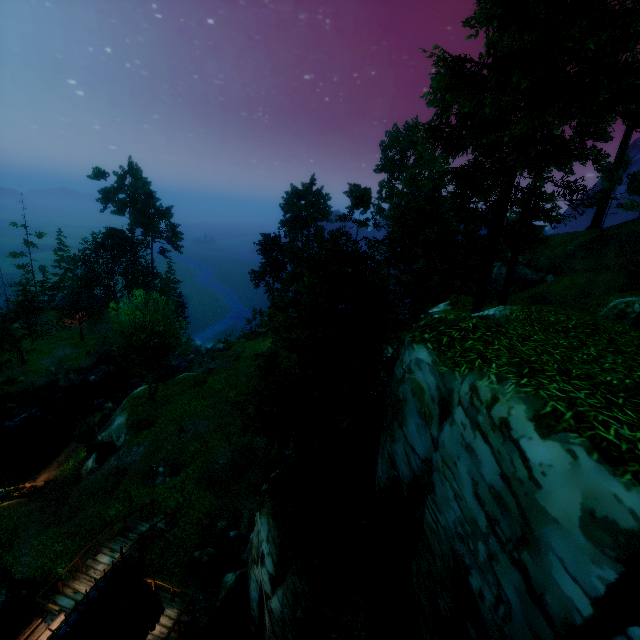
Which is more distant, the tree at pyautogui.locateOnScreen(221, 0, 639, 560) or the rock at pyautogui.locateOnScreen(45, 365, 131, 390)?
the rock at pyautogui.locateOnScreen(45, 365, 131, 390)

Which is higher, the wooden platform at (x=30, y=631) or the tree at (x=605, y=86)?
the tree at (x=605, y=86)

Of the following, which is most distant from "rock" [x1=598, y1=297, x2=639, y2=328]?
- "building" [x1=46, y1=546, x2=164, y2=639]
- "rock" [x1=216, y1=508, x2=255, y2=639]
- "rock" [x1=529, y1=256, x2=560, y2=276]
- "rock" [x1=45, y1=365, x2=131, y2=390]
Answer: "rock" [x1=45, y1=365, x2=131, y2=390]

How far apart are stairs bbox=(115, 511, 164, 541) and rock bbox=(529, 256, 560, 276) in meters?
40.6

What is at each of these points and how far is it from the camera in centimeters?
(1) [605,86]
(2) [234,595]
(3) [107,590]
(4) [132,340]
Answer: (1) tree, 962cm
(2) rock, 1368cm
(3) building, 850cm
(4) tree, 2378cm

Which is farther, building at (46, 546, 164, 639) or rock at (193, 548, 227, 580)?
rock at (193, 548, 227, 580)

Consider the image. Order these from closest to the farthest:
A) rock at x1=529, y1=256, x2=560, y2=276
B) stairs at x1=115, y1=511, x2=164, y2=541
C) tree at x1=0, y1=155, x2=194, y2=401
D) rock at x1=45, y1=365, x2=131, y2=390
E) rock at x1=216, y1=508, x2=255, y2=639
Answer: rock at x1=216, y1=508, x2=255, y2=639, stairs at x1=115, y1=511, x2=164, y2=541, tree at x1=0, y1=155, x2=194, y2=401, rock at x1=529, y1=256, x2=560, y2=276, rock at x1=45, y1=365, x2=131, y2=390

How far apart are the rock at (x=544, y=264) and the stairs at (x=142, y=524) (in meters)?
40.59
